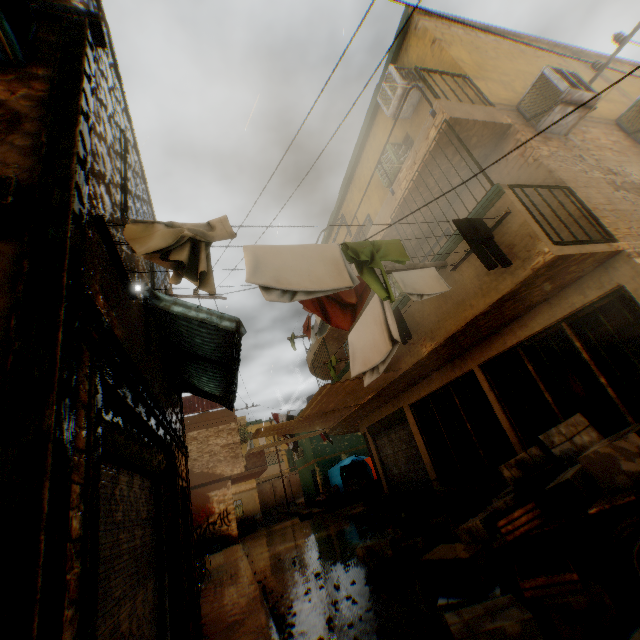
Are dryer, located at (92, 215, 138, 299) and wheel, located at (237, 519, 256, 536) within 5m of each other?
no

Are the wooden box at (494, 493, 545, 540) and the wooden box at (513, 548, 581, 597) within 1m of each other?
yes

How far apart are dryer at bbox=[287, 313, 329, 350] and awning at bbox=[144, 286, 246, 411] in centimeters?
302cm

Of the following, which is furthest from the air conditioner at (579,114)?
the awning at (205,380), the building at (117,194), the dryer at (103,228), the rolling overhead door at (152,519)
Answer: the awning at (205,380)

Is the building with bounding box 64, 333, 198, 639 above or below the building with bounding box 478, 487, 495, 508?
above

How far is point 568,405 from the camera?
5.75m

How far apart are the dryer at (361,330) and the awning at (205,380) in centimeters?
157cm

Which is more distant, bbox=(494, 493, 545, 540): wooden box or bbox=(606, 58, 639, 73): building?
bbox=(606, 58, 639, 73): building
